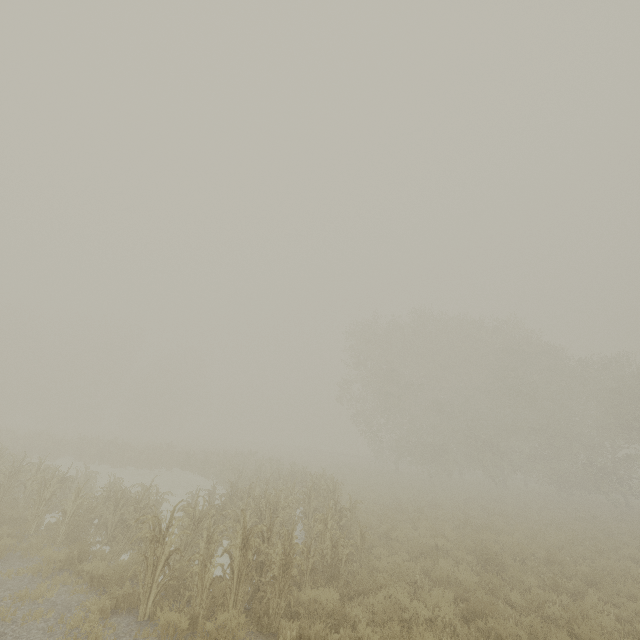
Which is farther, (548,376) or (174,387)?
(174,387)
